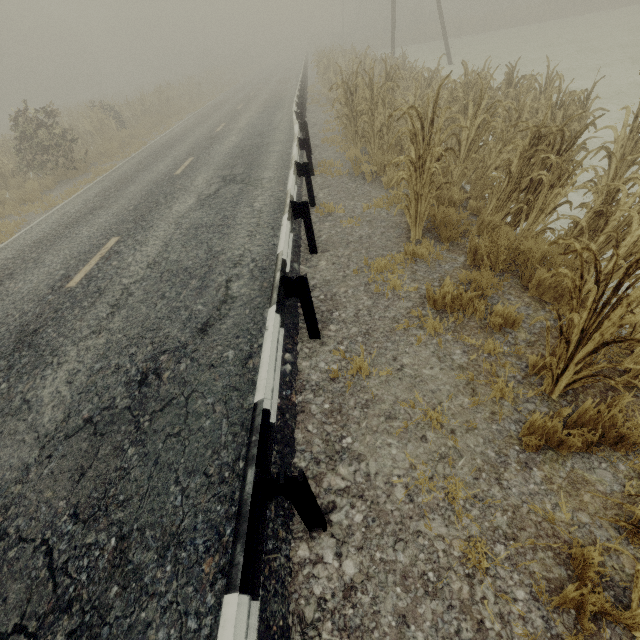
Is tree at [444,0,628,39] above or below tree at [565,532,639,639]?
above

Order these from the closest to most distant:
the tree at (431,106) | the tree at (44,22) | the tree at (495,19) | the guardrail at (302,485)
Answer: the guardrail at (302,485) < the tree at (431,106) < the tree at (44,22) < the tree at (495,19)

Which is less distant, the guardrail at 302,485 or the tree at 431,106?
the guardrail at 302,485

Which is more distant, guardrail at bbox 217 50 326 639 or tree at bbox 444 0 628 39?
tree at bbox 444 0 628 39

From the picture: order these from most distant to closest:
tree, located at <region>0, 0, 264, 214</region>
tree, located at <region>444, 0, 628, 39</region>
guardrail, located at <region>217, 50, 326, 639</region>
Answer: tree, located at <region>444, 0, 628, 39</region> → tree, located at <region>0, 0, 264, 214</region> → guardrail, located at <region>217, 50, 326, 639</region>

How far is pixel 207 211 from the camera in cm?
704

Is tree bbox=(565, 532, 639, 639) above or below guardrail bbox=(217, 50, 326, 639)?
below
